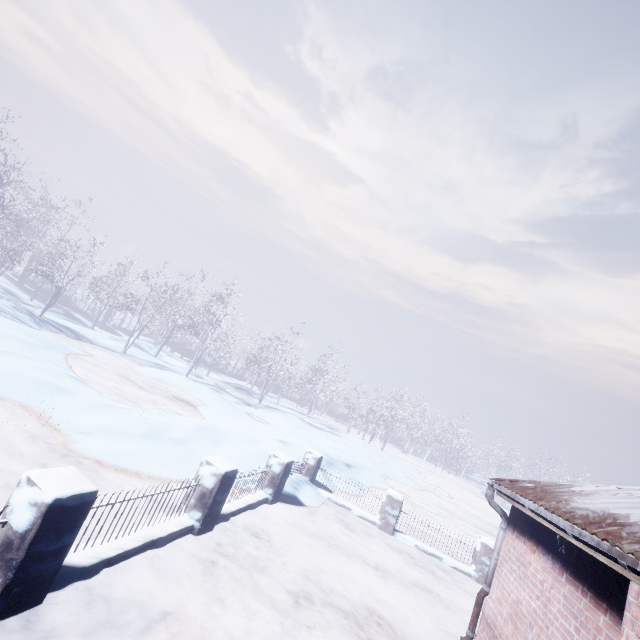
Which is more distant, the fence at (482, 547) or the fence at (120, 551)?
the fence at (482, 547)

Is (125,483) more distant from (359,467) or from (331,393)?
(331,393)

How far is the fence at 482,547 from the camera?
7.60m

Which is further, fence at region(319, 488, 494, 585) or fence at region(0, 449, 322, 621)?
fence at region(319, 488, 494, 585)

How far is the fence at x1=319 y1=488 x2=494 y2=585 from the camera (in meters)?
7.60
